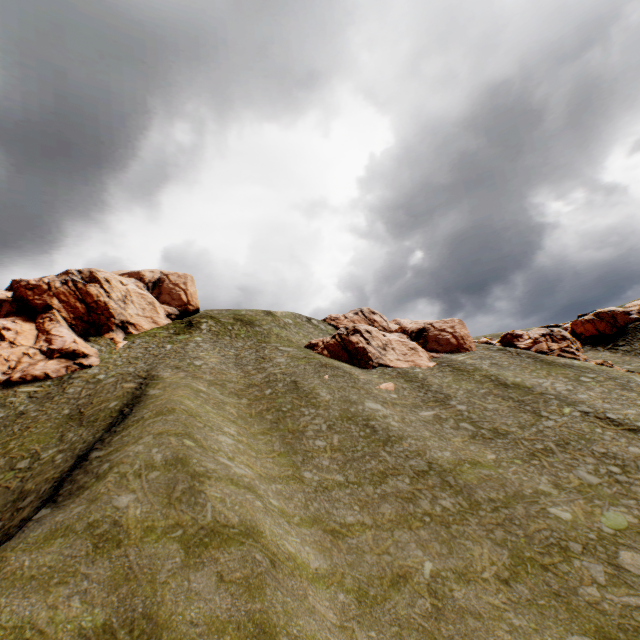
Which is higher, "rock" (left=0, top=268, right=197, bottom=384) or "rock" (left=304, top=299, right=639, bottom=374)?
"rock" (left=0, top=268, right=197, bottom=384)

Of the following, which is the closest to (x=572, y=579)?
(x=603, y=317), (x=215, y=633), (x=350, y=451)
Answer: (x=350, y=451)

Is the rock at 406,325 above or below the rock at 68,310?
below

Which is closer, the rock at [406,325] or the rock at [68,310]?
the rock at [68,310]

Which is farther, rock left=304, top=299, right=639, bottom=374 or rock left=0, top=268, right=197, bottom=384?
rock left=304, top=299, right=639, bottom=374
